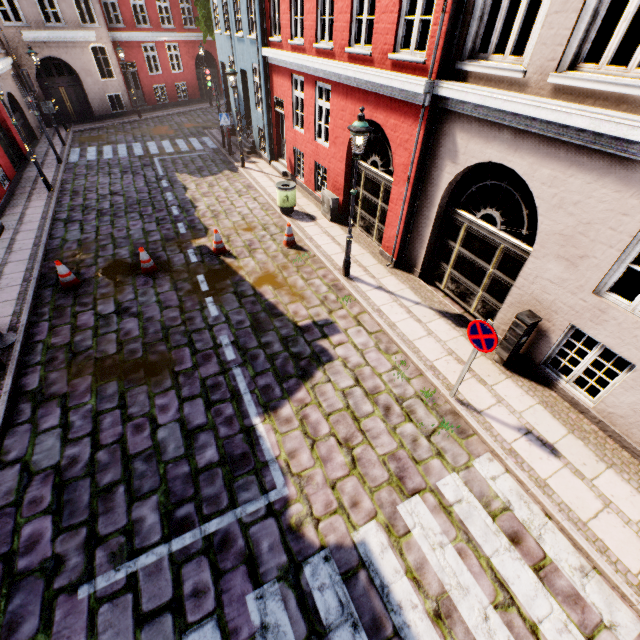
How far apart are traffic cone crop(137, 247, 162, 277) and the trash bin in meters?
4.7 m

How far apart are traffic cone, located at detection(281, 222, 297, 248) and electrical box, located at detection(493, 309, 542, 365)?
6.4m

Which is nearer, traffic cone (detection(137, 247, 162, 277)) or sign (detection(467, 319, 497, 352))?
sign (detection(467, 319, 497, 352))

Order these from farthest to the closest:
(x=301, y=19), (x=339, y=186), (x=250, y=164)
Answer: (x=250, y=164), (x=339, y=186), (x=301, y=19)

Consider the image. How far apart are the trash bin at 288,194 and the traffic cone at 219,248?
2.8m

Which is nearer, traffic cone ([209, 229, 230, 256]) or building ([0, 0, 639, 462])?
building ([0, 0, 639, 462])

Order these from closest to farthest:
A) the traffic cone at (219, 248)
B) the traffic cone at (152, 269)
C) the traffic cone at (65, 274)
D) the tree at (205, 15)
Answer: the traffic cone at (65, 274)
the traffic cone at (152, 269)
the traffic cone at (219, 248)
the tree at (205, 15)

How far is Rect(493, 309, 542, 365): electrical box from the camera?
Result: 6.0 meters
